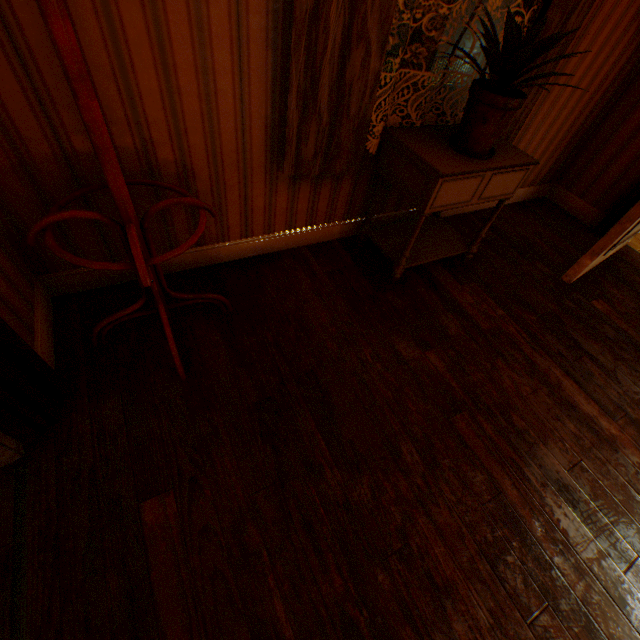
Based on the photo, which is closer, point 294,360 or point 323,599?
point 323,599

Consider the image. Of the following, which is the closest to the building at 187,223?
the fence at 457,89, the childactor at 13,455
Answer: the childactor at 13,455

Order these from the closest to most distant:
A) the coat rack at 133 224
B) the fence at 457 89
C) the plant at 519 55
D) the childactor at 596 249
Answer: the coat rack at 133 224, the plant at 519 55, the childactor at 596 249, the fence at 457 89

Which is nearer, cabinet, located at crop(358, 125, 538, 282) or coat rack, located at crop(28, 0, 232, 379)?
coat rack, located at crop(28, 0, 232, 379)

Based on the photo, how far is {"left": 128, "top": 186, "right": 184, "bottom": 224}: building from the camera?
1.65m

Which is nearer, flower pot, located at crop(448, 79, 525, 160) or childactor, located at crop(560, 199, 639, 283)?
flower pot, located at crop(448, 79, 525, 160)

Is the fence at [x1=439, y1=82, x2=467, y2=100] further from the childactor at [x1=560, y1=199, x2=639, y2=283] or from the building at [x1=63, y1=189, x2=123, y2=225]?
the childactor at [x1=560, y1=199, x2=639, y2=283]

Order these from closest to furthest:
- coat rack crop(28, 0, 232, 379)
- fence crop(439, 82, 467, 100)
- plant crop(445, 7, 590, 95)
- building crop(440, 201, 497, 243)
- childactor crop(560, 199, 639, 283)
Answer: coat rack crop(28, 0, 232, 379)
plant crop(445, 7, 590, 95)
childactor crop(560, 199, 639, 283)
building crop(440, 201, 497, 243)
fence crop(439, 82, 467, 100)
